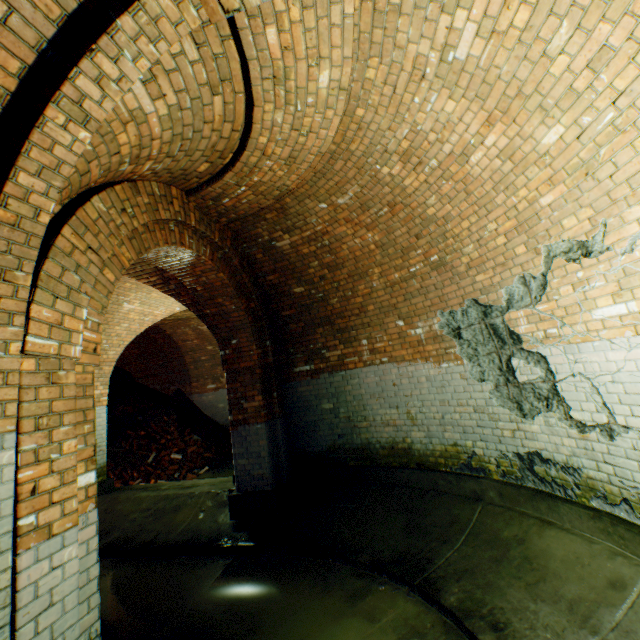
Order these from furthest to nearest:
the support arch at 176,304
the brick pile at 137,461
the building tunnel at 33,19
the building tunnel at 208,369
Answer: the building tunnel at 208,369, the brick pile at 137,461, the support arch at 176,304, the building tunnel at 33,19

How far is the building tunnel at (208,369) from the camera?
11.3 meters

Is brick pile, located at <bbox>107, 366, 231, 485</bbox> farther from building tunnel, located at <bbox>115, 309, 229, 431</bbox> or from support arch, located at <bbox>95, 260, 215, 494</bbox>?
support arch, located at <bbox>95, 260, 215, 494</bbox>

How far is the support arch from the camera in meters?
6.0 m

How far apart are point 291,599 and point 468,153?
5.0 meters

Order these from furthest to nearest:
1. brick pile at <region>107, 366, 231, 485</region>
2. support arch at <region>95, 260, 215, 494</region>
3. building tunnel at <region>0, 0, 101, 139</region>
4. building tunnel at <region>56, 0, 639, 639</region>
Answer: brick pile at <region>107, 366, 231, 485</region> → support arch at <region>95, 260, 215, 494</region> → building tunnel at <region>56, 0, 639, 639</region> → building tunnel at <region>0, 0, 101, 139</region>

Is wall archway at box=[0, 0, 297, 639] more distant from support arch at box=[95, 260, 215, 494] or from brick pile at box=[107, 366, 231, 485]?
brick pile at box=[107, 366, 231, 485]

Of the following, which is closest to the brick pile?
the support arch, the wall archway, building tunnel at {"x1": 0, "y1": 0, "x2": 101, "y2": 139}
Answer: building tunnel at {"x1": 0, "y1": 0, "x2": 101, "y2": 139}
